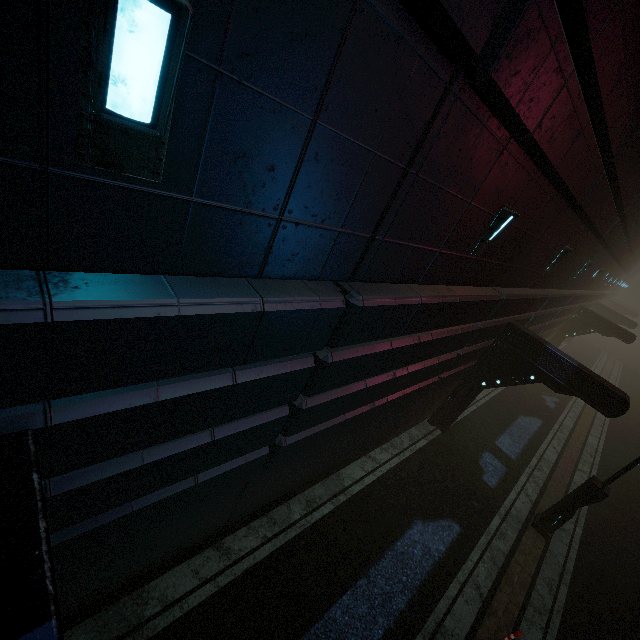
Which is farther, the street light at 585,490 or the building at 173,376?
the street light at 585,490

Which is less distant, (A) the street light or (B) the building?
(B) the building

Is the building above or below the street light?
above

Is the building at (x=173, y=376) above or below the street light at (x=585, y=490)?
above

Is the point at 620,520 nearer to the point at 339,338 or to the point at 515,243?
the point at 515,243
